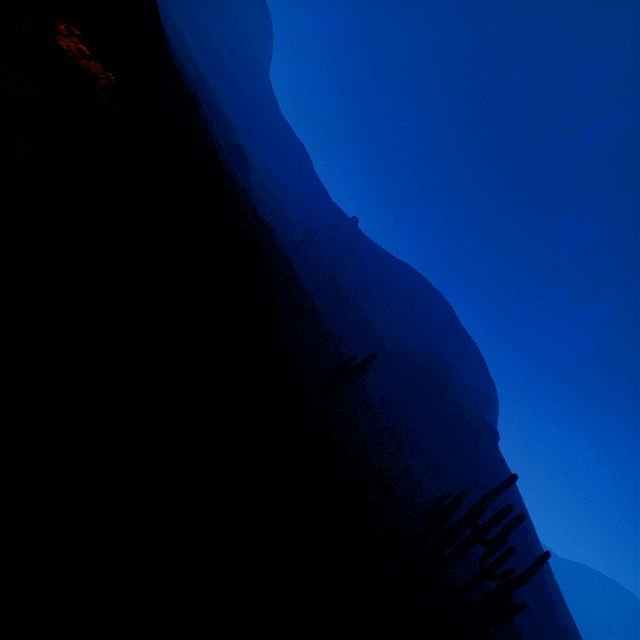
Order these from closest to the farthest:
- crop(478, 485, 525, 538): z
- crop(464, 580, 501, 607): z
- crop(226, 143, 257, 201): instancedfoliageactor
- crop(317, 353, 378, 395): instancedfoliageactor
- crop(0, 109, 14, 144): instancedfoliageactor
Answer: crop(0, 109, 14, 144): instancedfoliageactor → crop(464, 580, 501, 607): z → crop(317, 353, 378, 395): instancedfoliageactor → crop(478, 485, 525, 538): z → crop(226, 143, 257, 201): instancedfoliageactor

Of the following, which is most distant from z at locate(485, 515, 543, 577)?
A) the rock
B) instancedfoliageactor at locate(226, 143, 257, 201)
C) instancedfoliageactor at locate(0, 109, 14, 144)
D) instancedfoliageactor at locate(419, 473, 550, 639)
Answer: instancedfoliageactor at locate(0, 109, 14, 144)

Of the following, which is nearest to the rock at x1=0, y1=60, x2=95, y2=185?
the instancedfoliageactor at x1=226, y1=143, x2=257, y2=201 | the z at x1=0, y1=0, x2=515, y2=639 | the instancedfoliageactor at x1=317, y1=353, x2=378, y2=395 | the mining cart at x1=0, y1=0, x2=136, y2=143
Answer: the mining cart at x1=0, y1=0, x2=136, y2=143

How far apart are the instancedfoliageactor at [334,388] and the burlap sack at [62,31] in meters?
15.3

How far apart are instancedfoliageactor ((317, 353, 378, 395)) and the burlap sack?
15.3m

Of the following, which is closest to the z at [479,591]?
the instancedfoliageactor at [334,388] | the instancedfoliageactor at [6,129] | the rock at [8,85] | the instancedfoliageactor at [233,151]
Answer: the instancedfoliageactor at [233,151]

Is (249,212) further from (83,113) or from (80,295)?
(80,295)

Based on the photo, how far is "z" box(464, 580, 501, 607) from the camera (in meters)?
13.04
